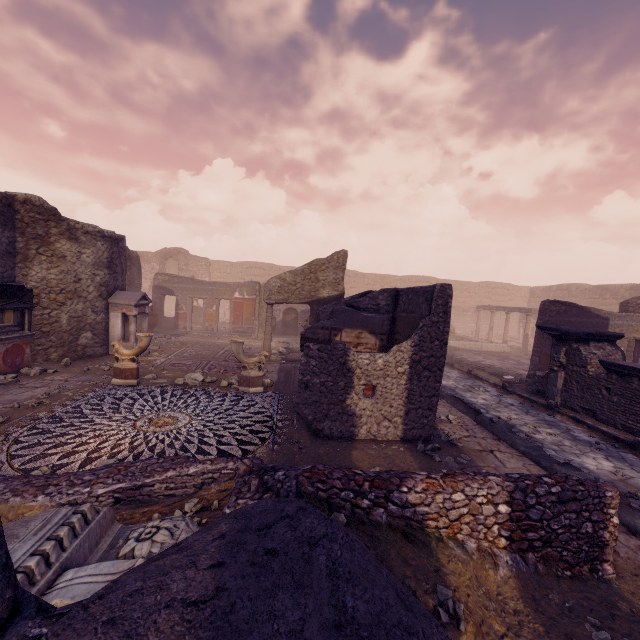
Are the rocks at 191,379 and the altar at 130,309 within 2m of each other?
no

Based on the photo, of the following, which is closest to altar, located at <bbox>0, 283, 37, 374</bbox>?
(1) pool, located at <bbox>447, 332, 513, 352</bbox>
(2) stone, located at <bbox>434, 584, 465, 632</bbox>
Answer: (2) stone, located at <bbox>434, 584, 465, 632</bbox>

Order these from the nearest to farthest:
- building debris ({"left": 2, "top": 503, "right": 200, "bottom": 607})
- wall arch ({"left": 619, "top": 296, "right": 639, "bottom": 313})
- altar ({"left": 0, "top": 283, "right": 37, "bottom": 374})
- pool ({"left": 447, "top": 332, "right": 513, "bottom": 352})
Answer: building debris ({"left": 2, "top": 503, "right": 200, "bottom": 607}) < altar ({"left": 0, "top": 283, "right": 37, "bottom": 374}) < wall arch ({"left": 619, "top": 296, "right": 639, "bottom": 313}) < pool ({"left": 447, "top": 332, "right": 513, "bottom": 352})

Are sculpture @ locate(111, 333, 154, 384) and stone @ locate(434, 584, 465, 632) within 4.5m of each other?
no

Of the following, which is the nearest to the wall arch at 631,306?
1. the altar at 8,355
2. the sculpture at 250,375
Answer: the sculpture at 250,375

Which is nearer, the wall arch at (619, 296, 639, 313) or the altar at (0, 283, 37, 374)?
the altar at (0, 283, 37, 374)

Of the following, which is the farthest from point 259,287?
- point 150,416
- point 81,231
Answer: point 150,416

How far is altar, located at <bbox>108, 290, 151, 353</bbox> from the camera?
10.5m
